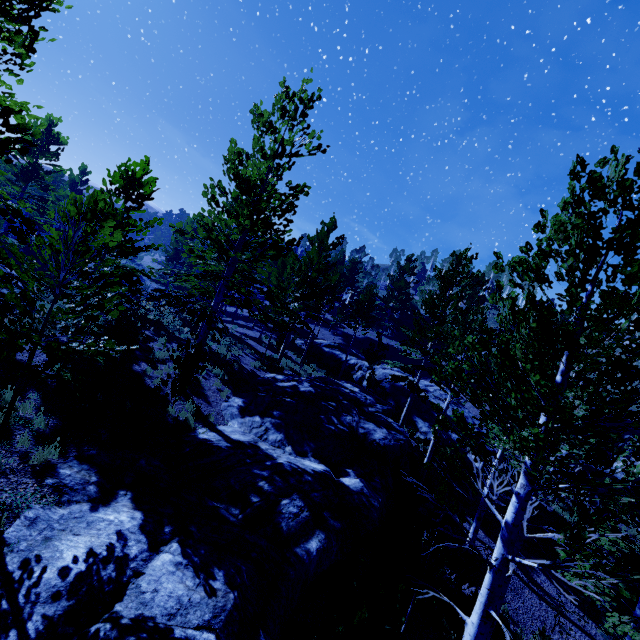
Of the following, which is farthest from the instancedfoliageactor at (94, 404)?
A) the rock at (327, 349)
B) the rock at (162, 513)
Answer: the rock at (327, 349)

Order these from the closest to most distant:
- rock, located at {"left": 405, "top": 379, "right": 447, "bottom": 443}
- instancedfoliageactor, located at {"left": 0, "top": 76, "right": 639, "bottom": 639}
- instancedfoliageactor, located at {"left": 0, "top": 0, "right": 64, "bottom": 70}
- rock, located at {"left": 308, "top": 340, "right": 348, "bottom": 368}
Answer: instancedfoliageactor, located at {"left": 0, "top": 76, "right": 639, "bottom": 639}, instancedfoliageactor, located at {"left": 0, "top": 0, "right": 64, "bottom": 70}, rock, located at {"left": 405, "top": 379, "right": 447, "bottom": 443}, rock, located at {"left": 308, "top": 340, "right": 348, "bottom": 368}

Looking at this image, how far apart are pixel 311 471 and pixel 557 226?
8.8m

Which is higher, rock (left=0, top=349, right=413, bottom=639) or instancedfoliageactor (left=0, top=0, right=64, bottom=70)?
instancedfoliageactor (left=0, top=0, right=64, bottom=70)

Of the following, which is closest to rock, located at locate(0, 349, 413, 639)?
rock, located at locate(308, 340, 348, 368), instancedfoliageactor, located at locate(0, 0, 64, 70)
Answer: instancedfoliageactor, located at locate(0, 0, 64, 70)

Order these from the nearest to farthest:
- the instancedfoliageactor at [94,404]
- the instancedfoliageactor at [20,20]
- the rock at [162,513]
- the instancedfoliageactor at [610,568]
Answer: the instancedfoliageactor at [610,568]
the rock at [162,513]
the instancedfoliageactor at [20,20]
the instancedfoliageactor at [94,404]

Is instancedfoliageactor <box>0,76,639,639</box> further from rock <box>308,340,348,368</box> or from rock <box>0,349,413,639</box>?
rock <box>308,340,348,368</box>
